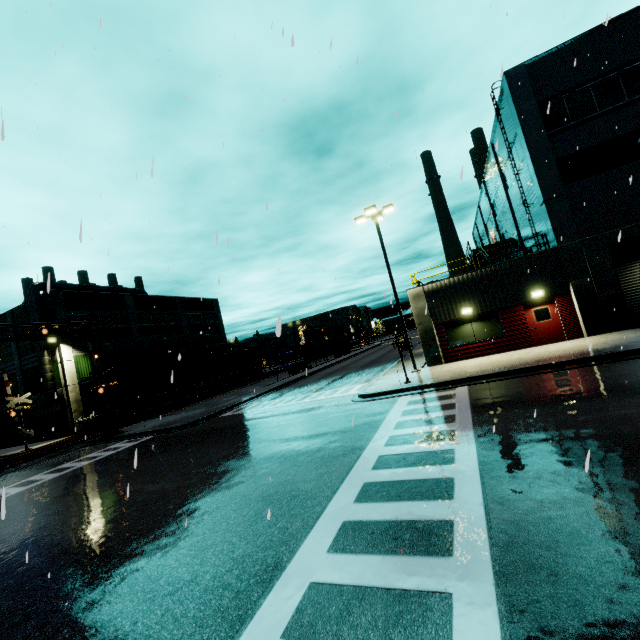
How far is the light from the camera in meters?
19.0 m

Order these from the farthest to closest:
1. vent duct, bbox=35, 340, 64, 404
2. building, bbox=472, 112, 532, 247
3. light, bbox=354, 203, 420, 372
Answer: vent duct, bbox=35, 340, 64, 404 < building, bbox=472, 112, 532, 247 < light, bbox=354, 203, 420, 372

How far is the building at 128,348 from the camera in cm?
3438

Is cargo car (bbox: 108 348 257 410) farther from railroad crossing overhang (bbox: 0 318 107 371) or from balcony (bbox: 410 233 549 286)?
balcony (bbox: 410 233 549 286)

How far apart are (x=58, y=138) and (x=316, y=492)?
16.6m

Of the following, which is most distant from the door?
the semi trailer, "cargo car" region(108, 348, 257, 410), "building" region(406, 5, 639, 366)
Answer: the semi trailer

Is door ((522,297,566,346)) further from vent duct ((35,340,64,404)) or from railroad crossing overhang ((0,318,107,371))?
railroad crossing overhang ((0,318,107,371))

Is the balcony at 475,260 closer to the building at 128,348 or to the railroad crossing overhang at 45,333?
the building at 128,348
